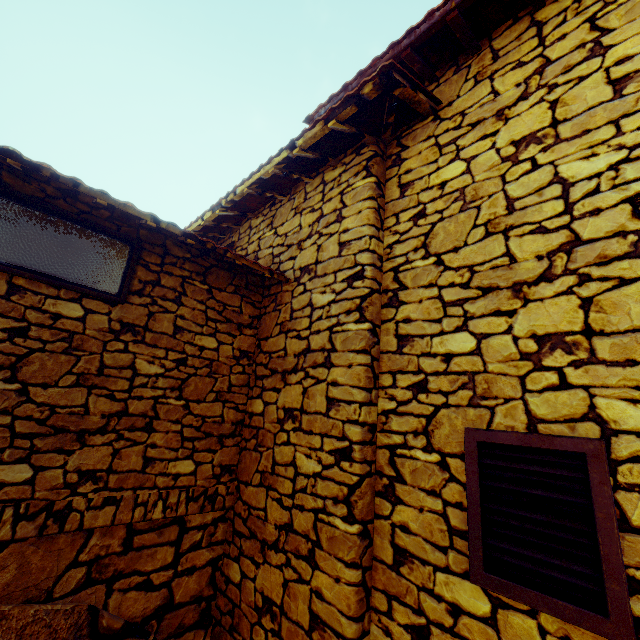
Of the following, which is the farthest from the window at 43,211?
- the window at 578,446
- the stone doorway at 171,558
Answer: the window at 578,446

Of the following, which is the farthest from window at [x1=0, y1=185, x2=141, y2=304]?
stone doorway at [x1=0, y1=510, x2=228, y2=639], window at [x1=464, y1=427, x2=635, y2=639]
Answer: window at [x1=464, y1=427, x2=635, y2=639]

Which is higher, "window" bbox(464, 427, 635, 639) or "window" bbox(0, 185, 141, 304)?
"window" bbox(0, 185, 141, 304)

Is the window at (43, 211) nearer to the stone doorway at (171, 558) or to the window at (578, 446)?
the stone doorway at (171, 558)

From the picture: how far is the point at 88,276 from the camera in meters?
2.2

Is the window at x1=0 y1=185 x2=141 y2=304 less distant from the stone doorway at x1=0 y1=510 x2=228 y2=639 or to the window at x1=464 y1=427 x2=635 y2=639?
the stone doorway at x1=0 y1=510 x2=228 y2=639

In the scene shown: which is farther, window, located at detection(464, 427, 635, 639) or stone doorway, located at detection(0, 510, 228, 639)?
stone doorway, located at detection(0, 510, 228, 639)

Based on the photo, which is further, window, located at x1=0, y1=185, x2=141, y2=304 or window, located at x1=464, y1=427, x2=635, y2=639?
window, located at x1=0, y1=185, x2=141, y2=304
